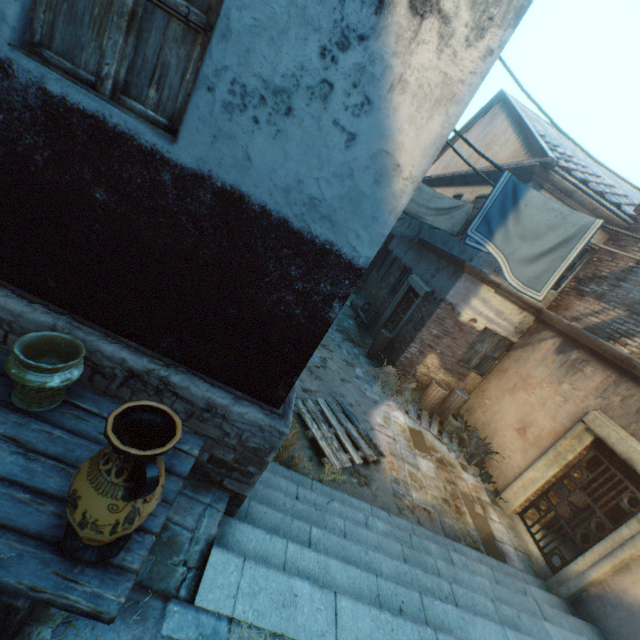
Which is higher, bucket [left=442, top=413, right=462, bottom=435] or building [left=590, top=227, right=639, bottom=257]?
building [left=590, top=227, right=639, bottom=257]

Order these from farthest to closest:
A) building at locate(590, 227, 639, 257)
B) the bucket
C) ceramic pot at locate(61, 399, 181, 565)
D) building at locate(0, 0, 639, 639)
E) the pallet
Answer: the bucket → building at locate(590, 227, 639, 257) → the pallet → building at locate(0, 0, 639, 639) → ceramic pot at locate(61, 399, 181, 565)

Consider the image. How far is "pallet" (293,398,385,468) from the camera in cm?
556

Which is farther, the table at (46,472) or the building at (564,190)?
the building at (564,190)

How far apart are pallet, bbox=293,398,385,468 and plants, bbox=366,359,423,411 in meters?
1.9

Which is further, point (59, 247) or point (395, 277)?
point (395, 277)

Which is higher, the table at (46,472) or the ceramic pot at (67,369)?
the ceramic pot at (67,369)

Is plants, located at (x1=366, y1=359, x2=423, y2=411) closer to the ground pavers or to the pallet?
the ground pavers
